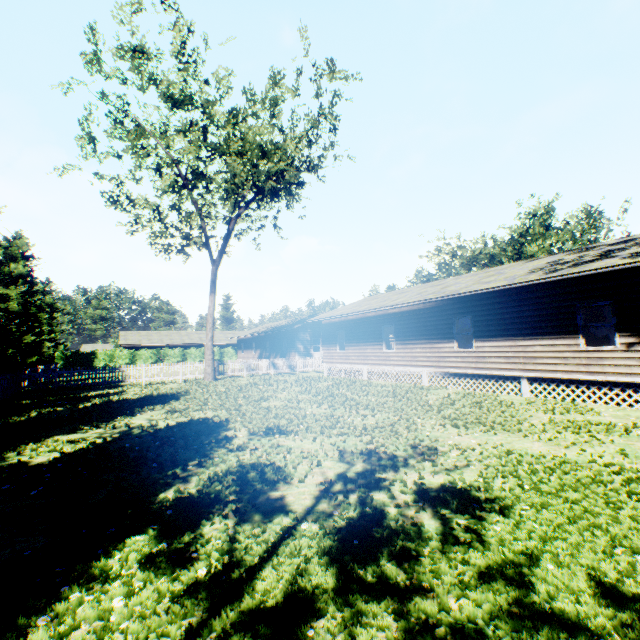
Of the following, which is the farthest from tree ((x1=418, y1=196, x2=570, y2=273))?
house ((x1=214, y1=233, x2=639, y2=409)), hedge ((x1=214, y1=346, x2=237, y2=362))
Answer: hedge ((x1=214, y1=346, x2=237, y2=362))

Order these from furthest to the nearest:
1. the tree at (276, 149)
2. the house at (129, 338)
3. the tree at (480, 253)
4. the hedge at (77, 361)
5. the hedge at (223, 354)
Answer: the hedge at (223, 354)
the house at (129, 338)
the hedge at (77, 361)
the tree at (480, 253)
the tree at (276, 149)

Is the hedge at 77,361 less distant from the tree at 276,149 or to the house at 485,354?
the house at 485,354

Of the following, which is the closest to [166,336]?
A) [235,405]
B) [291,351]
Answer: [291,351]

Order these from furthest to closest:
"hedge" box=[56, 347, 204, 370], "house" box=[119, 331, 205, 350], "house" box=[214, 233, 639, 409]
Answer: "house" box=[119, 331, 205, 350]
"hedge" box=[56, 347, 204, 370]
"house" box=[214, 233, 639, 409]

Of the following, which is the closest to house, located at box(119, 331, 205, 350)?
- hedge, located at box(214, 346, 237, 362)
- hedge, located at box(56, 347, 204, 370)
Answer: hedge, located at box(214, 346, 237, 362)

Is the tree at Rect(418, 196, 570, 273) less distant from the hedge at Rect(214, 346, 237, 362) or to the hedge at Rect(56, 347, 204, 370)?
the hedge at Rect(56, 347, 204, 370)

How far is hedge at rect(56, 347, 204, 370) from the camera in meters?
41.0 m
